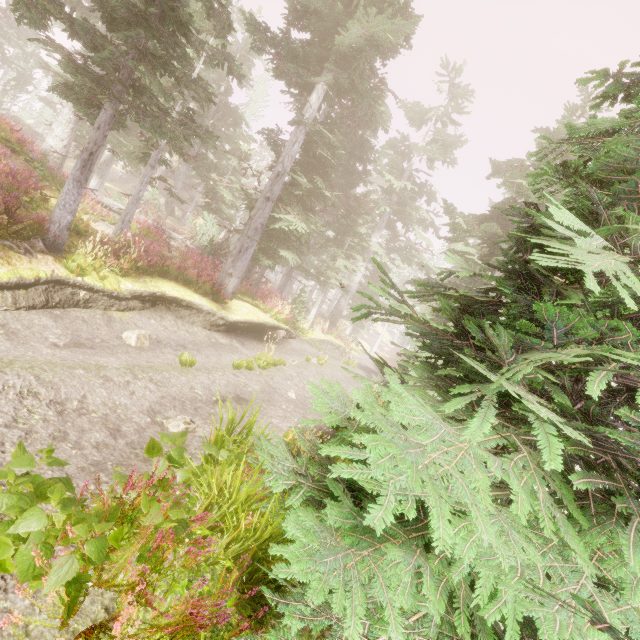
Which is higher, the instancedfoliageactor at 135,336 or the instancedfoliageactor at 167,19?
the instancedfoliageactor at 167,19

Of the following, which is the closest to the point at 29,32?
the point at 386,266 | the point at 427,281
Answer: the point at 386,266

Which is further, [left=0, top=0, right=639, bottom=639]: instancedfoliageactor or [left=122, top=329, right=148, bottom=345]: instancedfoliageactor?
[left=122, top=329, right=148, bottom=345]: instancedfoliageactor

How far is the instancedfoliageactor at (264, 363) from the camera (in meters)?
10.88

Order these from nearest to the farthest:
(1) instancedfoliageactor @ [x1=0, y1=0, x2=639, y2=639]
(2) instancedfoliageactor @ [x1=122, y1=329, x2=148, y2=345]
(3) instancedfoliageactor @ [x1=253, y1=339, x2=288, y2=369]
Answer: (1) instancedfoliageactor @ [x1=0, y1=0, x2=639, y2=639]
(2) instancedfoliageactor @ [x1=122, y1=329, x2=148, y2=345]
(3) instancedfoliageactor @ [x1=253, y1=339, x2=288, y2=369]

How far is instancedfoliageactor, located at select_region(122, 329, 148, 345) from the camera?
8.5 meters
